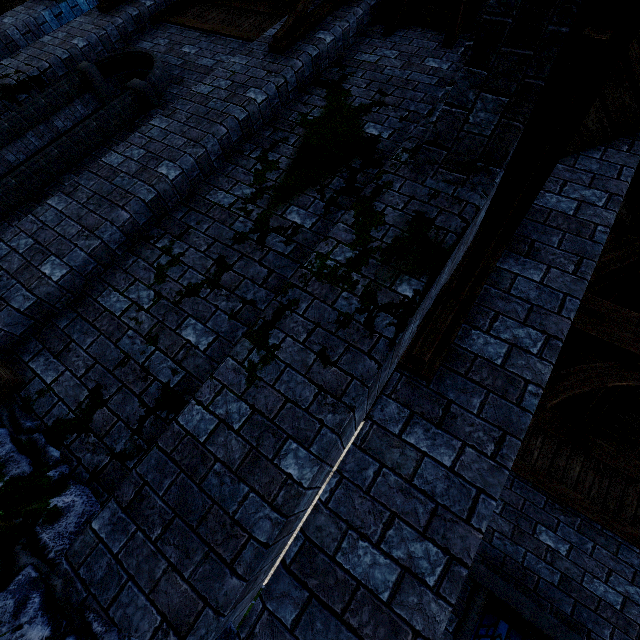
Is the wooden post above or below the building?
below

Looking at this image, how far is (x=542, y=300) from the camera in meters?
2.3

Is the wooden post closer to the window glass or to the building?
the building

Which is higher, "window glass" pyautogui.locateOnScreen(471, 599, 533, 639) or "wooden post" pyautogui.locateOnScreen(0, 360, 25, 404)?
"window glass" pyautogui.locateOnScreen(471, 599, 533, 639)

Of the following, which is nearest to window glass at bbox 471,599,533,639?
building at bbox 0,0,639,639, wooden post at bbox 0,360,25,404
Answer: building at bbox 0,0,639,639

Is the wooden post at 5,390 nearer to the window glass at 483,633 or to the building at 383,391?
the building at 383,391
